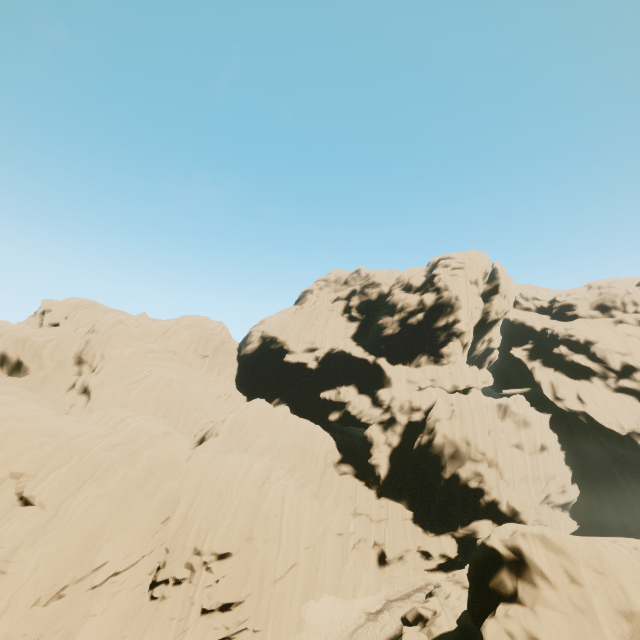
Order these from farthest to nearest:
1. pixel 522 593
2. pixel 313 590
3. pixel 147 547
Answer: pixel 313 590 → pixel 147 547 → pixel 522 593
